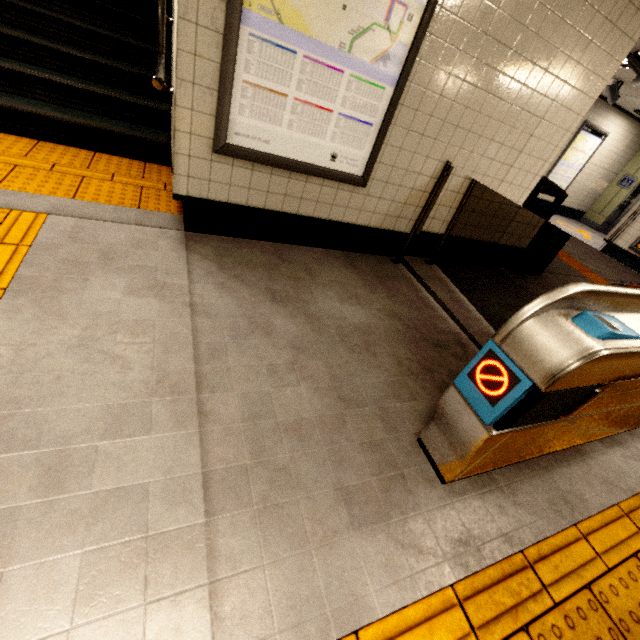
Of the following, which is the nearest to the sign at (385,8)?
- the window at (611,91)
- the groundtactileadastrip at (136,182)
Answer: the groundtactileadastrip at (136,182)

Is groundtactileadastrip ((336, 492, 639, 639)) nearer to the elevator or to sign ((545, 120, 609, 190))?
sign ((545, 120, 609, 190))

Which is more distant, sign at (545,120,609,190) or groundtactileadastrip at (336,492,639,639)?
sign at (545,120,609,190)

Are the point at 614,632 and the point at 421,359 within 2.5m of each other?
yes

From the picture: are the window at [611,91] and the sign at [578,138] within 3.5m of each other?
yes

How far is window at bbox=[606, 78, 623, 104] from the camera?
6.5 meters

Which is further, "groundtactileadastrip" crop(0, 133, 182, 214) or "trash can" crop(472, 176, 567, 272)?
"trash can" crop(472, 176, 567, 272)

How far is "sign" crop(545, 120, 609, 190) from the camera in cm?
886
